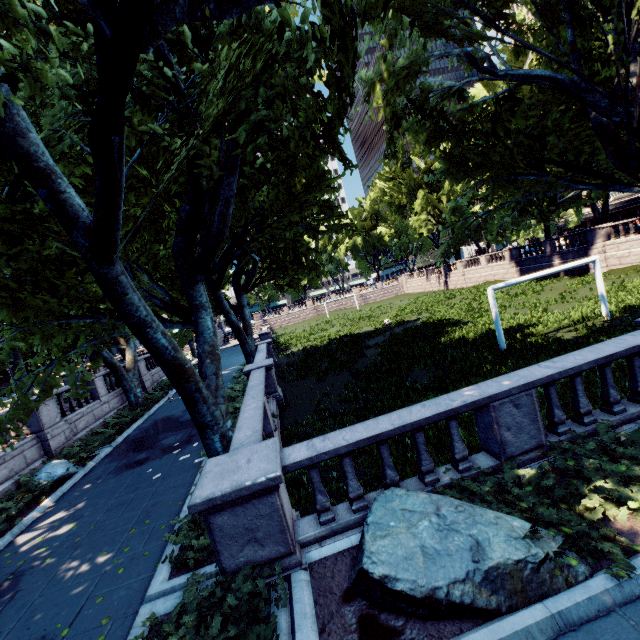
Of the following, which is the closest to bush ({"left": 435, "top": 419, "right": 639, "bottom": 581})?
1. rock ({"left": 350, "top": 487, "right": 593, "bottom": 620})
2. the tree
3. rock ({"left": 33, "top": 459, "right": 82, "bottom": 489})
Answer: rock ({"left": 350, "top": 487, "right": 593, "bottom": 620})

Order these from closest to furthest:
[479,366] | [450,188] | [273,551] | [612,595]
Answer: [612,595] → [273,551] → [479,366] → [450,188]

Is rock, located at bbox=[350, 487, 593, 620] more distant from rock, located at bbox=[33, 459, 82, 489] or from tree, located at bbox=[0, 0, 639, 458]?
rock, located at bbox=[33, 459, 82, 489]

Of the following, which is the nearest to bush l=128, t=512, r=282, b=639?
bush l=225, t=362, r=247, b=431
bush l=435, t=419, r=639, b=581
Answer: bush l=435, t=419, r=639, b=581

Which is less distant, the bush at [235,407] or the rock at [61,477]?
the rock at [61,477]

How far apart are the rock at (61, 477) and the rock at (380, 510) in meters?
12.0 m

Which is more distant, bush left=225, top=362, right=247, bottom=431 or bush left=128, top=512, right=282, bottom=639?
bush left=225, top=362, right=247, bottom=431

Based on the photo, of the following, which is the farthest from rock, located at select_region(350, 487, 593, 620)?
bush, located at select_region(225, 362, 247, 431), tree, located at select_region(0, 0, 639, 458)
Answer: bush, located at select_region(225, 362, 247, 431)
